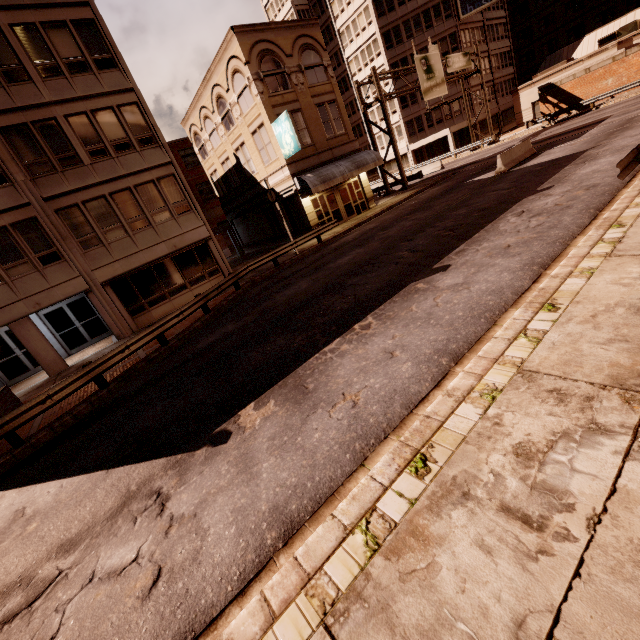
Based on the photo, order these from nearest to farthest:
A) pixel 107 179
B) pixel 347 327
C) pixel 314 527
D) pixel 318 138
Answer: pixel 314 527 < pixel 347 327 < pixel 107 179 < pixel 318 138

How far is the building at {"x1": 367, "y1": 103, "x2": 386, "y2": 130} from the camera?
49.4m

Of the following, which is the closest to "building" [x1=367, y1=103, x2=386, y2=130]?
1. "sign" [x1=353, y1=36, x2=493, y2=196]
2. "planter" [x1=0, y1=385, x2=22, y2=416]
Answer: "sign" [x1=353, y1=36, x2=493, y2=196]

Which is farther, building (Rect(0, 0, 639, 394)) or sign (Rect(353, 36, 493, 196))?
sign (Rect(353, 36, 493, 196))

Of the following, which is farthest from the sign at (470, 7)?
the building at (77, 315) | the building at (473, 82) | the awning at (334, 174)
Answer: the awning at (334, 174)

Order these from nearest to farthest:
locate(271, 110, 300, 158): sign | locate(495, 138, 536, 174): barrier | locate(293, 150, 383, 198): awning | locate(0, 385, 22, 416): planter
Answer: locate(0, 385, 22, 416): planter
locate(495, 138, 536, 174): barrier
locate(271, 110, 300, 158): sign
locate(293, 150, 383, 198): awning

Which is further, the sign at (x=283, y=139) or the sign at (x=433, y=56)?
the sign at (x=433, y=56)
